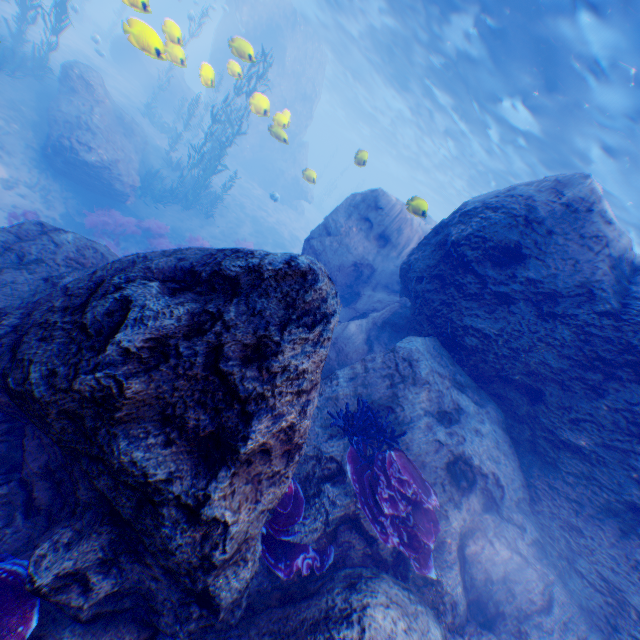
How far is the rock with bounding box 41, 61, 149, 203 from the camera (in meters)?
12.51

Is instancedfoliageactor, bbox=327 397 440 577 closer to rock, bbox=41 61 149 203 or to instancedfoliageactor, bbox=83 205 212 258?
rock, bbox=41 61 149 203

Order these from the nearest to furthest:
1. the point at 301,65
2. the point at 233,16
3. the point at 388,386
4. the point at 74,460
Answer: the point at 74,460 → the point at 388,386 → the point at 233,16 → the point at 301,65

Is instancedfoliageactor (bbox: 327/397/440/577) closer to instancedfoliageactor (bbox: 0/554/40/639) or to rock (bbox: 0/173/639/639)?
rock (bbox: 0/173/639/639)

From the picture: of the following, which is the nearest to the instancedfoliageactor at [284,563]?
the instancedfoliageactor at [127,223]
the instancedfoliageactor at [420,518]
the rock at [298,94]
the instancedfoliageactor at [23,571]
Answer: the rock at [298,94]

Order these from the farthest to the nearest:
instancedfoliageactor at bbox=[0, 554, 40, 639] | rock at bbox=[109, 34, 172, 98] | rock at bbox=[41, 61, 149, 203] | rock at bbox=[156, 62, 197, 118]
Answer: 1. rock at bbox=[156, 62, 197, 118]
2. rock at bbox=[41, 61, 149, 203]
3. rock at bbox=[109, 34, 172, 98]
4. instancedfoliageactor at bbox=[0, 554, 40, 639]

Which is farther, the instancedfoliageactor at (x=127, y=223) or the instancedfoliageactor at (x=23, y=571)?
the instancedfoliageactor at (x=127, y=223)
